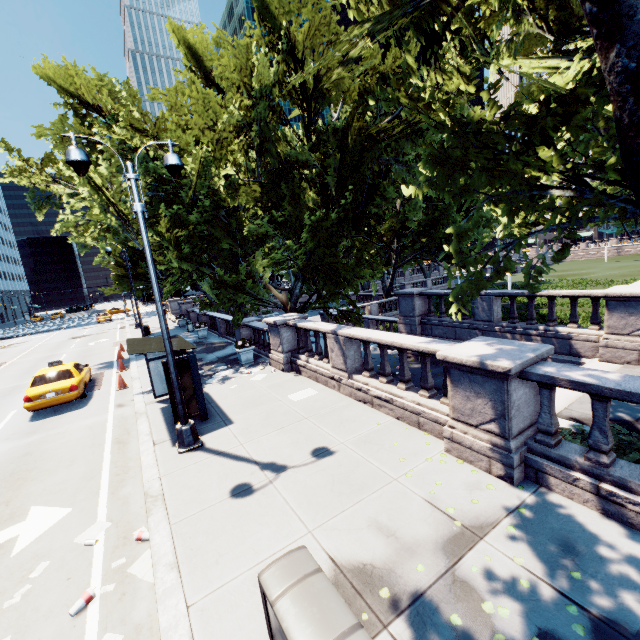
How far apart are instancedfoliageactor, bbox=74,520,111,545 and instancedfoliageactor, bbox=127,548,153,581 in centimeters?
109cm

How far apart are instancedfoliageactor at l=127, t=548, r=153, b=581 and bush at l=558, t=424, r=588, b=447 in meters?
7.1 m

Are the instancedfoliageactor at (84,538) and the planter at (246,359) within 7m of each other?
no

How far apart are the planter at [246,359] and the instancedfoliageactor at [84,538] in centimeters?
883cm

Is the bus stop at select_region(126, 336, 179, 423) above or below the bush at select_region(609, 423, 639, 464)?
above

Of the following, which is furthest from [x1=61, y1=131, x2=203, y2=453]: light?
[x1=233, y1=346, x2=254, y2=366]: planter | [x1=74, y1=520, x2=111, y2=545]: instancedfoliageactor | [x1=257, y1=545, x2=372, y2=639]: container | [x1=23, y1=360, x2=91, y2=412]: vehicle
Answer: [x1=23, y1=360, x2=91, y2=412]: vehicle

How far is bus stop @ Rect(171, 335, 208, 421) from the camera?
9.4m

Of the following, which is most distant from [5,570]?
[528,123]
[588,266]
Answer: [588,266]
